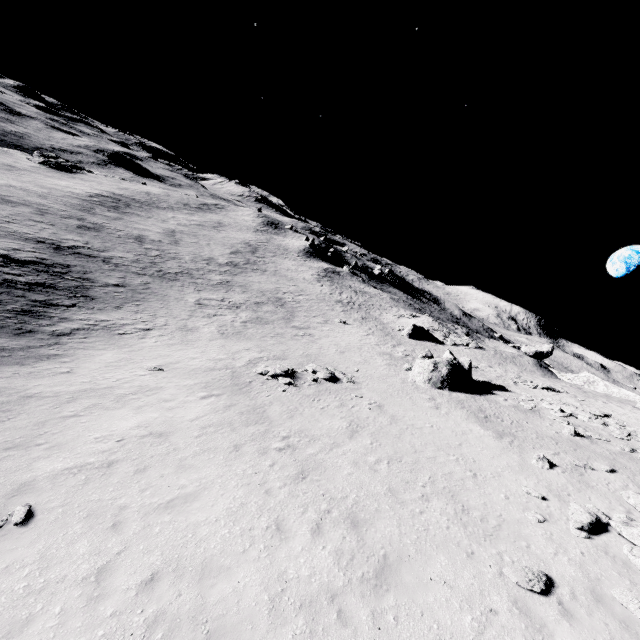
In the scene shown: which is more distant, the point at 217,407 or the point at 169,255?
the point at 169,255

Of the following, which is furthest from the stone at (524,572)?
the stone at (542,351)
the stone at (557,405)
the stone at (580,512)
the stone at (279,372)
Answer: the stone at (542,351)

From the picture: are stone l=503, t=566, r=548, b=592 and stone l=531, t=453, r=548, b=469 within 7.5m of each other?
yes

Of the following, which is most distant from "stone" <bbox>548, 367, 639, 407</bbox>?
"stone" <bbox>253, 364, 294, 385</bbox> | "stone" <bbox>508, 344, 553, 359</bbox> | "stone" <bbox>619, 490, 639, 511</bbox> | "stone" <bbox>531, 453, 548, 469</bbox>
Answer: "stone" <bbox>253, 364, 294, 385</bbox>

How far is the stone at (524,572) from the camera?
8.0 meters

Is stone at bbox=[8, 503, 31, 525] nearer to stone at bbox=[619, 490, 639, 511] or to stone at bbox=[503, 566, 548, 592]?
stone at bbox=[503, 566, 548, 592]

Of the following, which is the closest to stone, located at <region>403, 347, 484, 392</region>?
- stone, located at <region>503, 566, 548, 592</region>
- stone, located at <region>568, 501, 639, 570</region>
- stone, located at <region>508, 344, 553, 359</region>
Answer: stone, located at <region>568, 501, 639, 570</region>

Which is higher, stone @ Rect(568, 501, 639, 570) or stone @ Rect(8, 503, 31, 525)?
stone @ Rect(568, 501, 639, 570)
